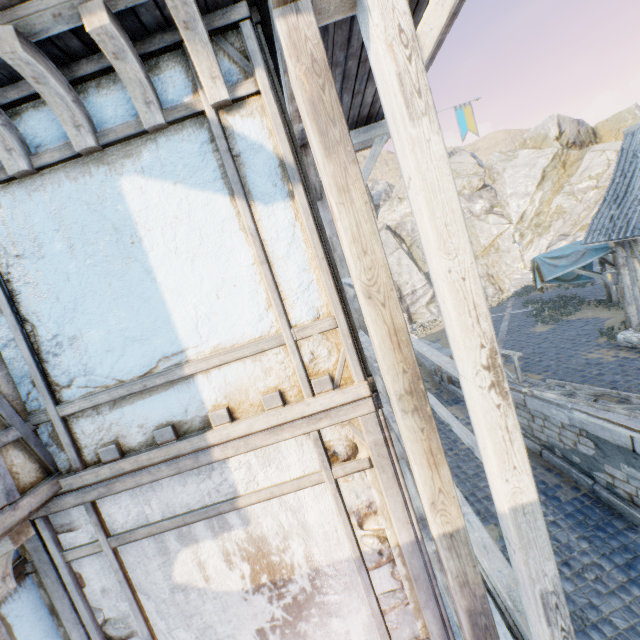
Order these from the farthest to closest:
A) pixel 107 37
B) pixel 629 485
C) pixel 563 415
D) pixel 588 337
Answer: pixel 588 337 → pixel 563 415 → pixel 629 485 → pixel 107 37

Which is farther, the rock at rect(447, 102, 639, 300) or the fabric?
the rock at rect(447, 102, 639, 300)

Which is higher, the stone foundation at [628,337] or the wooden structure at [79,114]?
the wooden structure at [79,114]

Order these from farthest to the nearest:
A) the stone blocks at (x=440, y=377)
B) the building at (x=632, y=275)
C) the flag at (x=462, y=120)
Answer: the stone blocks at (x=440, y=377) → the building at (x=632, y=275) → the flag at (x=462, y=120)

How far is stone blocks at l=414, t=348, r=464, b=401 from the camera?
12.88m

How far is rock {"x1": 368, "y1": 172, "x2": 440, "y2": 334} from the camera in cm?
3572

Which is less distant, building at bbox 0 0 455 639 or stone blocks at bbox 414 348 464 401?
building at bbox 0 0 455 639

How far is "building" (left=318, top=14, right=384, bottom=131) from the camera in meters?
2.8 m
